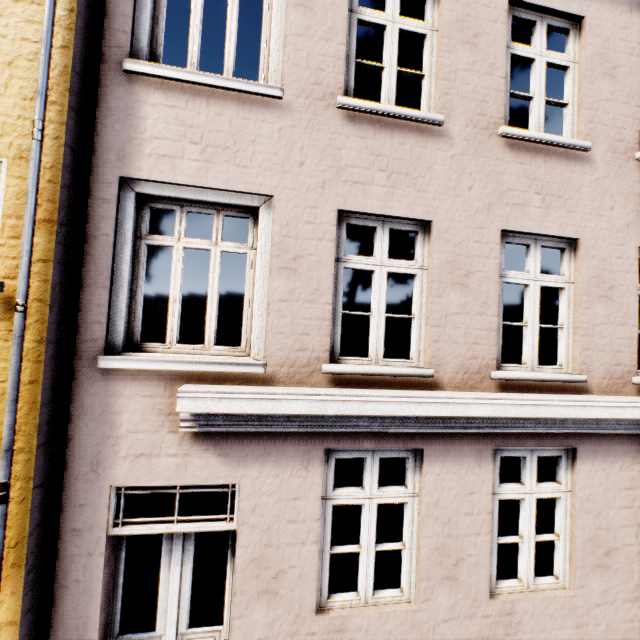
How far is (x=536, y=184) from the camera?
3.9 meters
